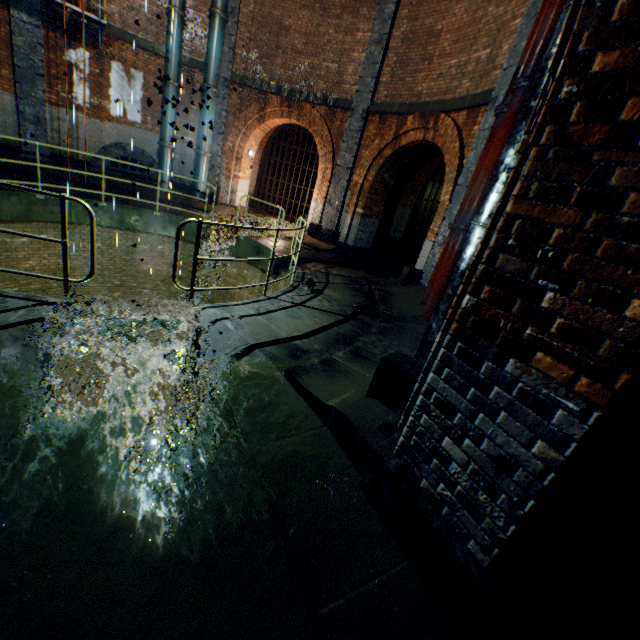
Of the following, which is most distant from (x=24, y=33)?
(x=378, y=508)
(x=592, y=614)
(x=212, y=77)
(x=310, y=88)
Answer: (x=592, y=614)

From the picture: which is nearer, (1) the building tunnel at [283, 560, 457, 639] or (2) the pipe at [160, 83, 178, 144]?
(1) the building tunnel at [283, 560, 457, 639]

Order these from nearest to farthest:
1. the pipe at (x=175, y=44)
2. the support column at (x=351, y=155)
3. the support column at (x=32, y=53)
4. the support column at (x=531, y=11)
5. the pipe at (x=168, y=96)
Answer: the pipe at (x=168, y=96), the support column at (x=531, y=11), the support column at (x=32, y=53), the support column at (x=351, y=155), the pipe at (x=175, y=44)

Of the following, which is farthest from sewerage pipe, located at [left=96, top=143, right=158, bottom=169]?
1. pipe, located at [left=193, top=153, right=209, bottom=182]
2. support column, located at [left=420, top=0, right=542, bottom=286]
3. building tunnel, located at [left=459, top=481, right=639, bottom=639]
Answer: building tunnel, located at [left=459, top=481, right=639, bottom=639]

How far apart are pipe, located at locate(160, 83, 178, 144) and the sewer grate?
8.26m

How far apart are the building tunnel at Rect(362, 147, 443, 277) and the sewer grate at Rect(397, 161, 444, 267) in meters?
0.0 m

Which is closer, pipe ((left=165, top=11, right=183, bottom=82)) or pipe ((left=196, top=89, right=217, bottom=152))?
pipe ((left=196, top=89, right=217, bottom=152))

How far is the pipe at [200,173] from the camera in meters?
12.3 m
